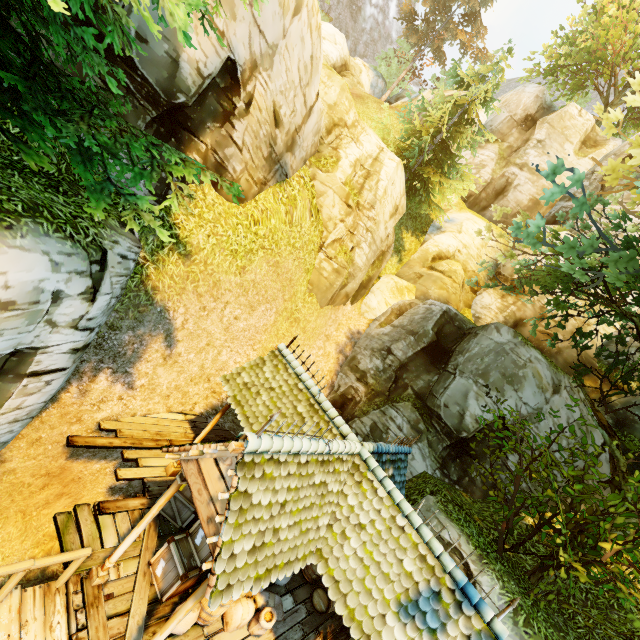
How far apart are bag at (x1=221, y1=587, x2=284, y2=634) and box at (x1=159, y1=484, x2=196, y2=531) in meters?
1.5 m

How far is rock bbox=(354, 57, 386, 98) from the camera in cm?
3181

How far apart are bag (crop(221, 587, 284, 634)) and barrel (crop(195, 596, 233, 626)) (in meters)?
0.02

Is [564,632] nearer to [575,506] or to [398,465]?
[575,506]

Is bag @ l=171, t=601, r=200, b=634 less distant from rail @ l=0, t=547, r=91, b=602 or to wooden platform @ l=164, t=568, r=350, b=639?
wooden platform @ l=164, t=568, r=350, b=639

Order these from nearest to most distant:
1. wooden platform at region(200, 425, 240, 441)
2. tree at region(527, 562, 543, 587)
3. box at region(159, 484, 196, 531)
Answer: box at region(159, 484, 196, 531)
tree at region(527, 562, 543, 587)
wooden platform at region(200, 425, 240, 441)

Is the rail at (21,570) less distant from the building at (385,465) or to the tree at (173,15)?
the building at (385,465)

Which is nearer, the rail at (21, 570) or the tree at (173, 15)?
the tree at (173, 15)
